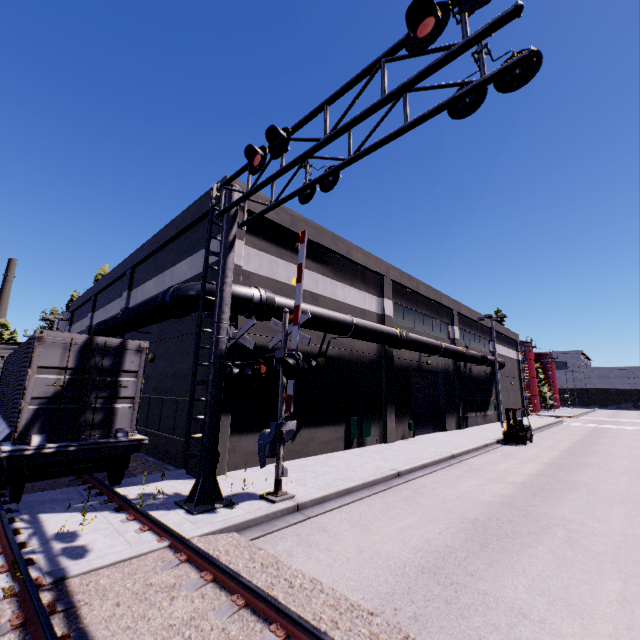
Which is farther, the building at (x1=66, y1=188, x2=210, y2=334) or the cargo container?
the building at (x1=66, y1=188, x2=210, y2=334)

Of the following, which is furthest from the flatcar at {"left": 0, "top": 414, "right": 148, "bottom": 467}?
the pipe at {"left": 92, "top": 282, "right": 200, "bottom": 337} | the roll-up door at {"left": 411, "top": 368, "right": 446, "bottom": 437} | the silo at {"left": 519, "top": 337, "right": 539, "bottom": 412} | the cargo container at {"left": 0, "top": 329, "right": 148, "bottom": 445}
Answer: the silo at {"left": 519, "top": 337, "right": 539, "bottom": 412}

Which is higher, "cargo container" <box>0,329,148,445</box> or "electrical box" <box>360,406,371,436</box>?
"cargo container" <box>0,329,148,445</box>

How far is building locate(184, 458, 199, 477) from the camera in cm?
1030

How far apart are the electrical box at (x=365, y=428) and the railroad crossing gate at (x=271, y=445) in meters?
7.3

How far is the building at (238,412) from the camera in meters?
11.0 m

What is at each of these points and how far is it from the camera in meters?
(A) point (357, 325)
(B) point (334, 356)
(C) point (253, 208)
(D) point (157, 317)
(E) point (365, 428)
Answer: (A) pipe, 15.0 m
(B) building, 16.0 m
(C) building, 13.1 m
(D) pipe, 12.3 m
(E) electrical box, 16.7 m

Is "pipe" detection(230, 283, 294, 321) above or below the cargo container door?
above
